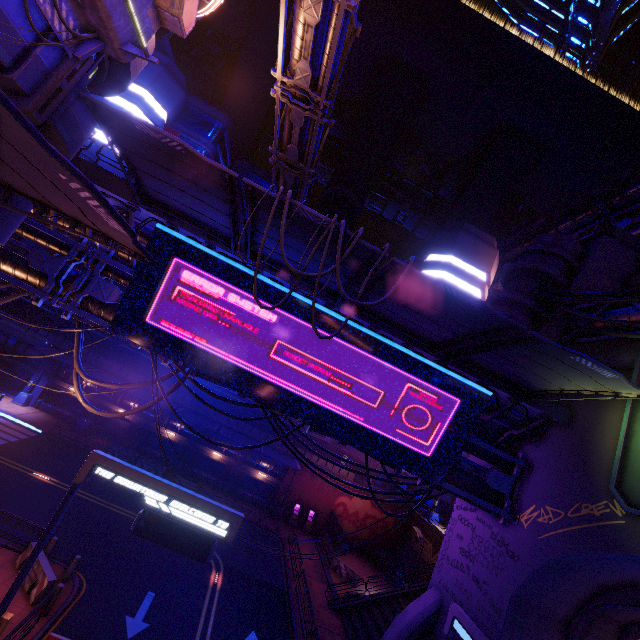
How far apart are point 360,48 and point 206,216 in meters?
66.2

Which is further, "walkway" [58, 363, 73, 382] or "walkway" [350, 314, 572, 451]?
"walkway" [58, 363, 73, 382]

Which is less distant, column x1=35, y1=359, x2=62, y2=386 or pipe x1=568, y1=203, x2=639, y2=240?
column x1=35, y1=359, x2=62, y2=386

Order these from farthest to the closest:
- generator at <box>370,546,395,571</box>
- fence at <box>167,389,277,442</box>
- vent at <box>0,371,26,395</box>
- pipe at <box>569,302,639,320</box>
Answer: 1. fence at <box>167,389,277,442</box>
2. generator at <box>370,546,395,571</box>
3. vent at <box>0,371,26,395</box>
4. pipe at <box>569,302,639,320</box>

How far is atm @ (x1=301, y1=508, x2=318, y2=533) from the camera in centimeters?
3150cm

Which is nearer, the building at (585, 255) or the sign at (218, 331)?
the sign at (218, 331)

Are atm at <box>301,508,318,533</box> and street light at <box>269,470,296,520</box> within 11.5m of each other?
yes

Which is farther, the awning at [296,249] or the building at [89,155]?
the building at [89,155]
